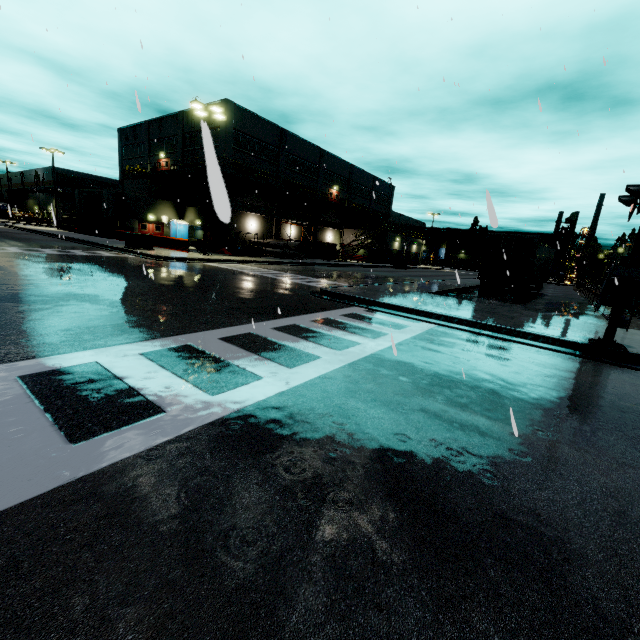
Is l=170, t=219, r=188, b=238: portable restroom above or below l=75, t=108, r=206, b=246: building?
below

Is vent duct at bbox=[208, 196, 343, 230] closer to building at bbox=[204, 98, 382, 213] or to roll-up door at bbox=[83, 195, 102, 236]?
building at bbox=[204, 98, 382, 213]

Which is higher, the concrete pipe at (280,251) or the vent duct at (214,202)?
the vent duct at (214,202)

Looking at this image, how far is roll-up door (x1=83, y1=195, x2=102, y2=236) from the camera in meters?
35.1 m

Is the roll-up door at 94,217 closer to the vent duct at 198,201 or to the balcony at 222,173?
the balcony at 222,173

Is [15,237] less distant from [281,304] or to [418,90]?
[281,304]

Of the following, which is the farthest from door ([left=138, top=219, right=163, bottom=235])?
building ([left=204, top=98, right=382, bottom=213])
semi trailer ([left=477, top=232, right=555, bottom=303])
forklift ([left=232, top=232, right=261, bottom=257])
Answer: forklift ([left=232, top=232, right=261, bottom=257])

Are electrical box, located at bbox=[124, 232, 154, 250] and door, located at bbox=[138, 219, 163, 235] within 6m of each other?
no
